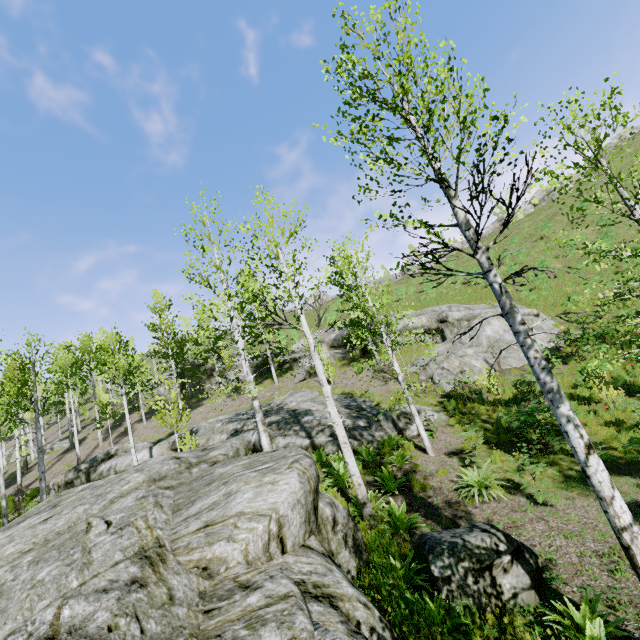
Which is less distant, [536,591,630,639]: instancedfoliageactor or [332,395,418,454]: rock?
[536,591,630,639]: instancedfoliageactor

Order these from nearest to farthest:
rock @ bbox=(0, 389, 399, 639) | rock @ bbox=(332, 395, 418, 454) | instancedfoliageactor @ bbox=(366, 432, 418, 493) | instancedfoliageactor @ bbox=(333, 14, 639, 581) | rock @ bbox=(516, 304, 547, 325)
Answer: rock @ bbox=(0, 389, 399, 639)
instancedfoliageactor @ bbox=(333, 14, 639, 581)
instancedfoliageactor @ bbox=(366, 432, 418, 493)
rock @ bbox=(332, 395, 418, 454)
rock @ bbox=(516, 304, 547, 325)

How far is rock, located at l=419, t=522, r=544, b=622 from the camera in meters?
4.6

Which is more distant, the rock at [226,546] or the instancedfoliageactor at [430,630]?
the instancedfoliageactor at [430,630]

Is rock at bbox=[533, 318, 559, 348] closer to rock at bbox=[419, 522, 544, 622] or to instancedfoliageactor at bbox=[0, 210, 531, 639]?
instancedfoliageactor at bbox=[0, 210, 531, 639]

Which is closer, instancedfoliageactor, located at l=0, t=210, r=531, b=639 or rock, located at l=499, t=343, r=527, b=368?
instancedfoliageactor, located at l=0, t=210, r=531, b=639

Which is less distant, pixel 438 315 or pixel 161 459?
pixel 161 459

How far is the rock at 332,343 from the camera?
25.33m
